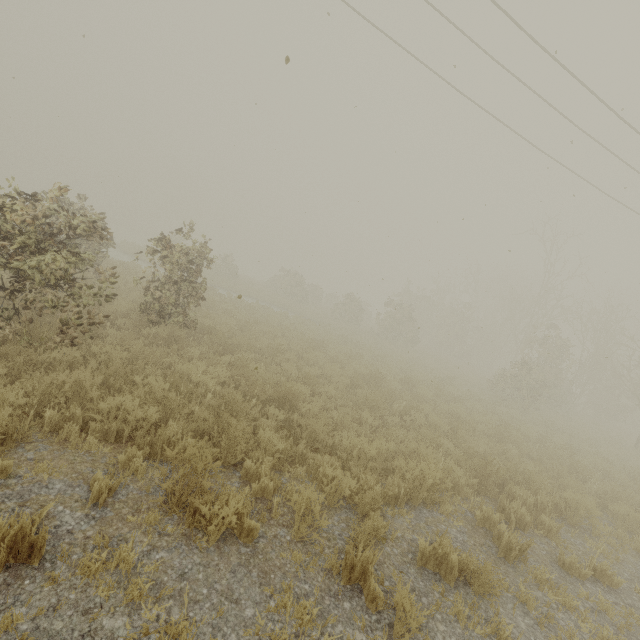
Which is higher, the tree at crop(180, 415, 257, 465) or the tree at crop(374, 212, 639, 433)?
the tree at crop(374, 212, 639, 433)

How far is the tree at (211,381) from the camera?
6.44m

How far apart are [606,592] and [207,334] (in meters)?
9.95

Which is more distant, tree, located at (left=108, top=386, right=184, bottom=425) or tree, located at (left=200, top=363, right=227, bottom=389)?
tree, located at (left=200, top=363, right=227, bottom=389)

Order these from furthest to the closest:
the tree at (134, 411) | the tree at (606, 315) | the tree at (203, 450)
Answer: the tree at (606, 315) → the tree at (134, 411) → the tree at (203, 450)

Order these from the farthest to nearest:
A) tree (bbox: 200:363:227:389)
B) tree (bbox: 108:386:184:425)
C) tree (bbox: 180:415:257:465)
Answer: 1. tree (bbox: 200:363:227:389)
2. tree (bbox: 108:386:184:425)
3. tree (bbox: 180:415:257:465)

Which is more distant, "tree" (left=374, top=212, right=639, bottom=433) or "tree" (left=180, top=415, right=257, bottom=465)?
"tree" (left=374, top=212, right=639, bottom=433)
